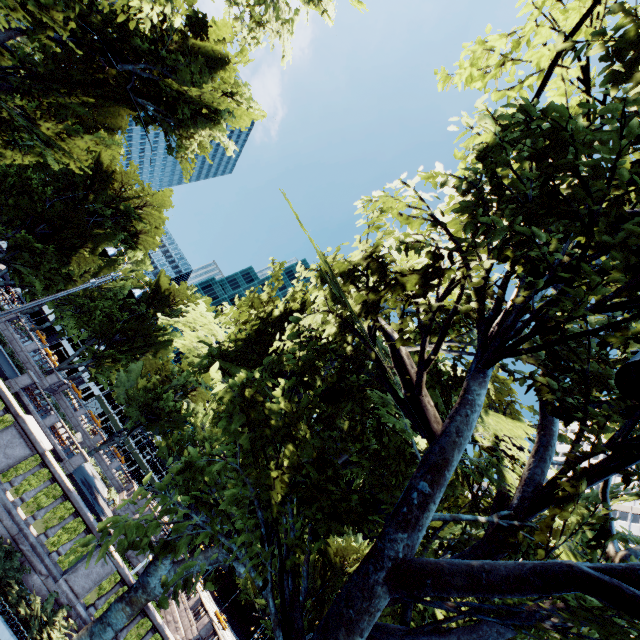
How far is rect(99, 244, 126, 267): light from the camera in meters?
12.2

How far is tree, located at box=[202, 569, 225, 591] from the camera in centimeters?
573cm

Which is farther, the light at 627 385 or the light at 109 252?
the light at 109 252

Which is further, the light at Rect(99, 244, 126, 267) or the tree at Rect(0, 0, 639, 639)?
the light at Rect(99, 244, 126, 267)

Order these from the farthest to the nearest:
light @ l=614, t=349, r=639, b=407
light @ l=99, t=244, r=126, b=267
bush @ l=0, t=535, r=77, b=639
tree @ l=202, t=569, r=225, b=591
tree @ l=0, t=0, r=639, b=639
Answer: light @ l=99, t=244, r=126, b=267
bush @ l=0, t=535, r=77, b=639
tree @ l=202, t=569, r=225, b=591
tree @ l=0, t=0, r=639, b=639
light @ l=614, t=349, r=639, b=407

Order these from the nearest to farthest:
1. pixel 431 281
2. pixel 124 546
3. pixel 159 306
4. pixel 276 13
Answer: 1. pixel 124 546
2. pixel 431 281
3. pixel 276 13
4. pixel 159 306

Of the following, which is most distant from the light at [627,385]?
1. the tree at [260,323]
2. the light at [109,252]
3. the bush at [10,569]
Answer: the light at [109,252]

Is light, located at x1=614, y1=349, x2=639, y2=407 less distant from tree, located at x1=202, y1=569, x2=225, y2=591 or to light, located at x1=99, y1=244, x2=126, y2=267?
tree, located at x1=202, y1=569, x2=225, y2=591
